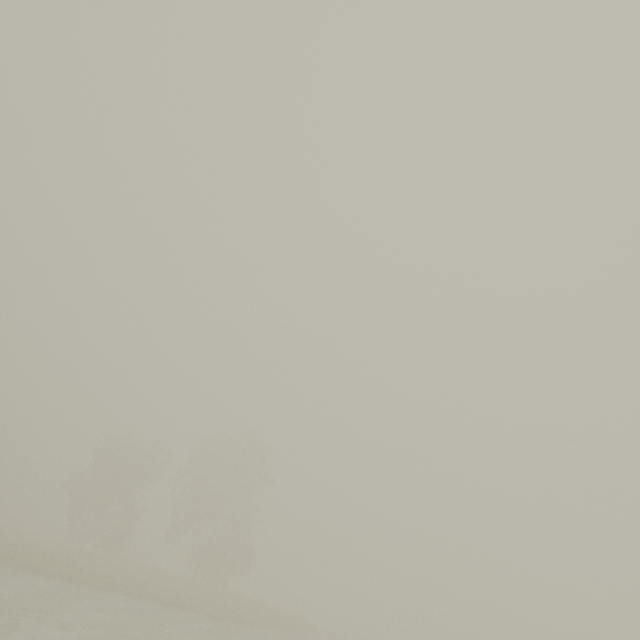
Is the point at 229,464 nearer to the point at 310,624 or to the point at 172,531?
the point at 172,531
